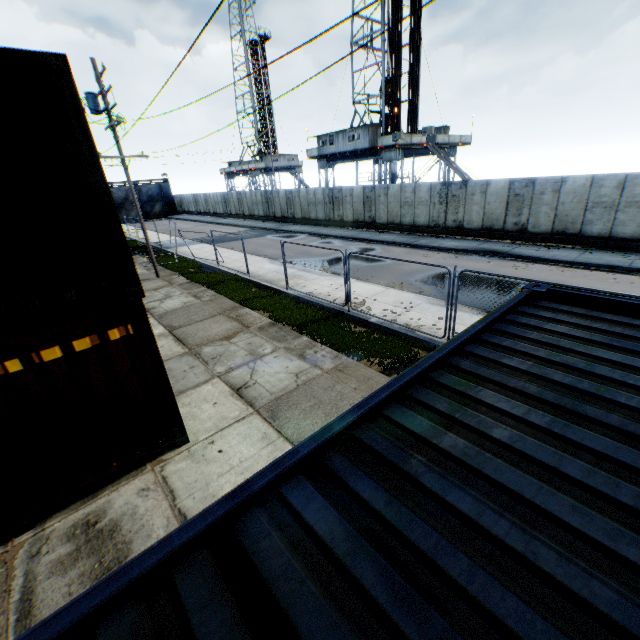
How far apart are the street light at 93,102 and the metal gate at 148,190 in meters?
42.5

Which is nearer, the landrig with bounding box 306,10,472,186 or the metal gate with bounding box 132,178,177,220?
the landrig with bounding box 306,10,472,186

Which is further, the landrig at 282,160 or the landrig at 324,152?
the landrig at 282,160

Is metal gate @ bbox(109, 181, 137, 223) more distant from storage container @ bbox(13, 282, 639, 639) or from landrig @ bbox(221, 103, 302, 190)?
storage container @ bbox(13, 282, 639, 639)

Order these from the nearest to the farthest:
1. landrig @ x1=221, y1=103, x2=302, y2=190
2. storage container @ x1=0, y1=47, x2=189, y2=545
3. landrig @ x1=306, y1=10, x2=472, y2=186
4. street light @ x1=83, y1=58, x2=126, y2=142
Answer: storage container @ x1=0, y1=47, x2=189, y2=545
street light @ x1=83, y1=58, x2=126, y2=142
landrig @ x1=306, y1=10, x2=472, y2=186
landrig @ x1=221, y1=103, x2=302, y2=190

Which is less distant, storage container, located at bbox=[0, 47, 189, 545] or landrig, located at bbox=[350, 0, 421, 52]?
storage container, located at bbox=[0, 47, 189, 545]

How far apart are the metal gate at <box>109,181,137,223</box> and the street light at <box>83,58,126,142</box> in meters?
42.5

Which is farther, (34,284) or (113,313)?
(113,313)
